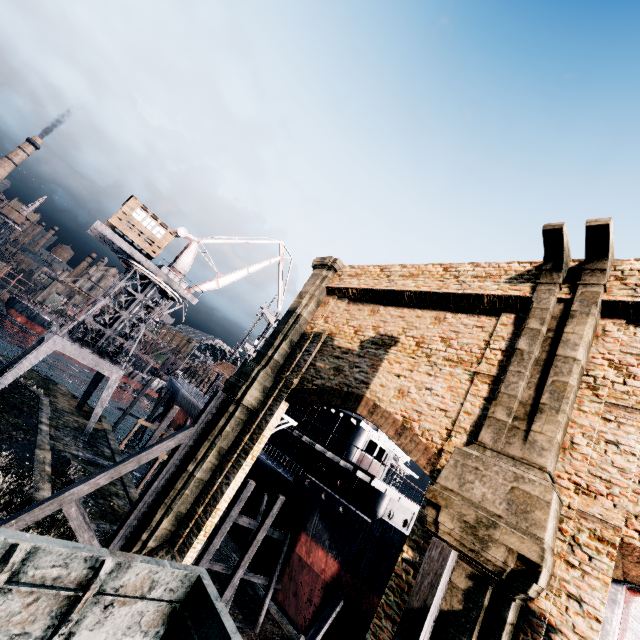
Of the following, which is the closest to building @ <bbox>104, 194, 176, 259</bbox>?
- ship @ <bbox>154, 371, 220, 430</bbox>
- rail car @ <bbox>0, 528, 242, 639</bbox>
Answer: ship @ <bbox>154, 371, 220, 430</bbox>

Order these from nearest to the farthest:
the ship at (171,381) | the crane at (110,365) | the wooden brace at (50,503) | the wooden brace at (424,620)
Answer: the wooden brace at (424,620), the wooden brace at (50,503), the crane at (110,365), the ship at (171,381)

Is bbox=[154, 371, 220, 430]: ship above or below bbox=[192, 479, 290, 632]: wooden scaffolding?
above

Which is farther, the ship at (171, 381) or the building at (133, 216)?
the ship at (171, 381)

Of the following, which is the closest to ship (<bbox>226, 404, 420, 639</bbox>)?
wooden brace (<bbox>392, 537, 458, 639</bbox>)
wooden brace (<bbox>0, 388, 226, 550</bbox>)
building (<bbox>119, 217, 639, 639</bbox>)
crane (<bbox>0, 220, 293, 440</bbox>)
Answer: building (<bbox>119, 217, 639, 639</bbox>)

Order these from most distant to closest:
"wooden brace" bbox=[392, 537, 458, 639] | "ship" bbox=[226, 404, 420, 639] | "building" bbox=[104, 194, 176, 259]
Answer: "building" bbox=[104, 194, 176, 259] → "ship" bbox=[226, 404, 420, 639] → "wooden brace" bbox=[392, 537, 458, 639]

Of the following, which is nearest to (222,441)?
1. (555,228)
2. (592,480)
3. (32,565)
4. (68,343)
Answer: (32,565)

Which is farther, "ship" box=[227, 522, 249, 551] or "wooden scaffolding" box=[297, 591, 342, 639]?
"ship" box=[227, 522, 249, 551]
